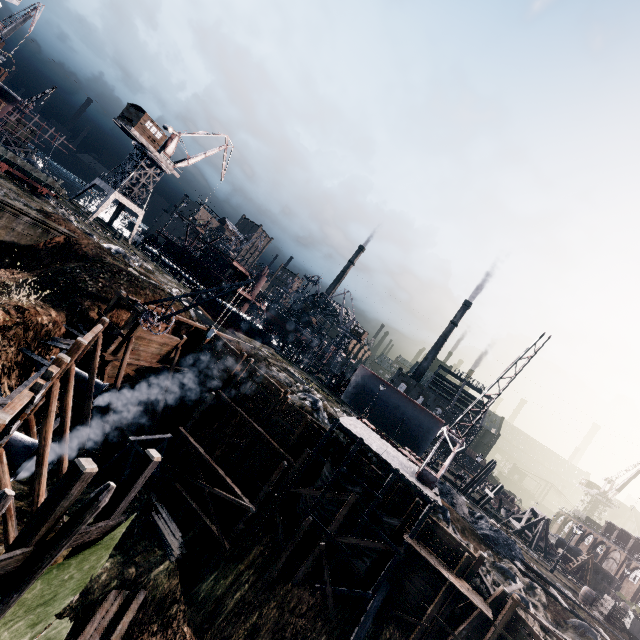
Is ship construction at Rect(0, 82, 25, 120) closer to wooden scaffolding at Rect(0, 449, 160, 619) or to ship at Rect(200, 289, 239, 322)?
ship at Rect(200, 289, 239, 322)

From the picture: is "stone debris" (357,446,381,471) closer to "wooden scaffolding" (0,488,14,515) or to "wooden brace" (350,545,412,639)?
→ "wooden brace" (350,545,412,639)

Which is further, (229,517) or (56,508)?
(229,517)

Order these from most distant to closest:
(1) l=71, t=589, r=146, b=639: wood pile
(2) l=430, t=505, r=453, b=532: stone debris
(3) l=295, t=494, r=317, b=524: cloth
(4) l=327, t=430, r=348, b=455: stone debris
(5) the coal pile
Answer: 1. (5) the coal pile
2. (4) l=327, t=430, r=348, b=455: stone debris
3. (2) l=430, t=505, r=453, b=532: stone debris
4. (3) l=295, t=494, r=317, b=524: cloth
5. (1) l=71, t=589, r=146, b=639: wood pile

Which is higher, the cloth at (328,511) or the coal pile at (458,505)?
the coal pile at (458,505)

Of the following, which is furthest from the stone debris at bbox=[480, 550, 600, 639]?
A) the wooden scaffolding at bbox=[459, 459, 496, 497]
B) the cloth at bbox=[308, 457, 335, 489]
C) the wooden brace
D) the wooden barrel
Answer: the wooden scaffolding at bbox=[459, 459, 496, 497]

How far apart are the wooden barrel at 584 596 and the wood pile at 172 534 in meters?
37.0 m

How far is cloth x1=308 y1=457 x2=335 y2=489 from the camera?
23.44m
